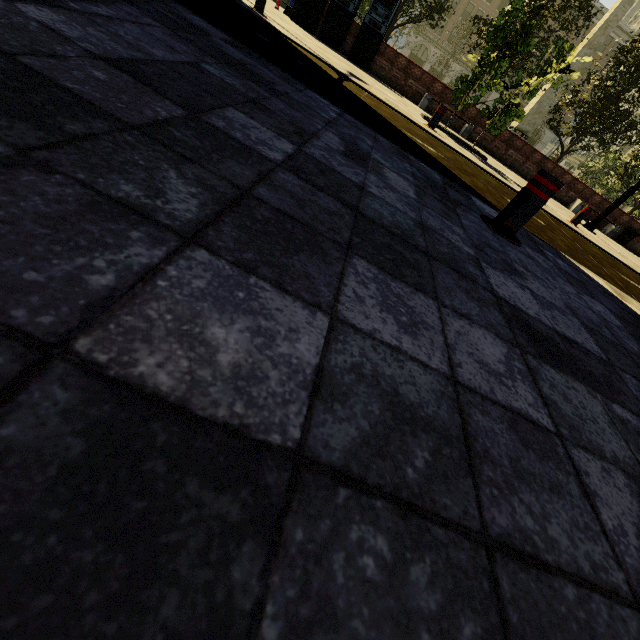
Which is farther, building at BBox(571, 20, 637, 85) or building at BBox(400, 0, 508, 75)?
building at BBox(400, 0, 508, 75)

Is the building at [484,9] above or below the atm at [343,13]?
above

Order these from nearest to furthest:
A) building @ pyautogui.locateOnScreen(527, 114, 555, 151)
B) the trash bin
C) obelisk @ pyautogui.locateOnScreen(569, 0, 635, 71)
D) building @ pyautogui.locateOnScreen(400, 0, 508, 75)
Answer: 1. the trash bin
2. obelisk @ pyautogui.locateOnScreen(569, 0, 635, 71)
3. building @ pyautogui.locateOnScreen(400, 0, 508, 75)
4. building @ pyautogui.locateOnScreen(527, 114, 555, 151)

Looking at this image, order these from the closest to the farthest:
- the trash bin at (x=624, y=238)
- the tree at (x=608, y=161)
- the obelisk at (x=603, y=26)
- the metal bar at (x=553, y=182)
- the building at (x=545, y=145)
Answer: the metal bar at (x=553, y=182)
the tree at (x=608, y=161)
the trash bin at (x=624, y=238)
the obelisk at (x=603, y=26)
the building at (x=545, y=145)

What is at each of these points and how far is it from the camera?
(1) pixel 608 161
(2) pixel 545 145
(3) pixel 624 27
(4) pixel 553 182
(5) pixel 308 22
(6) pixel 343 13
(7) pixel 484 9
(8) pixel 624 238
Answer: (1) tree, 33.7m
(2) building, 56.2m
(3) building, 45.8m
(4) metal bar, 2.6m
(5) atm, 13.5m
(6) atm, 13.1m
(7) building, 47.5m
(8) trash bin, 16.7m

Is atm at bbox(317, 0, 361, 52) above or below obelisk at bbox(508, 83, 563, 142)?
below

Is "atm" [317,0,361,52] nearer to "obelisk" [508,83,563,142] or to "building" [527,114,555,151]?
"obelisk" [508,83,563,142]

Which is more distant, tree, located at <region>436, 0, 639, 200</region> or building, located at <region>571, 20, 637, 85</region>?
building, located at <region>571, 20, 637, 85</region>
